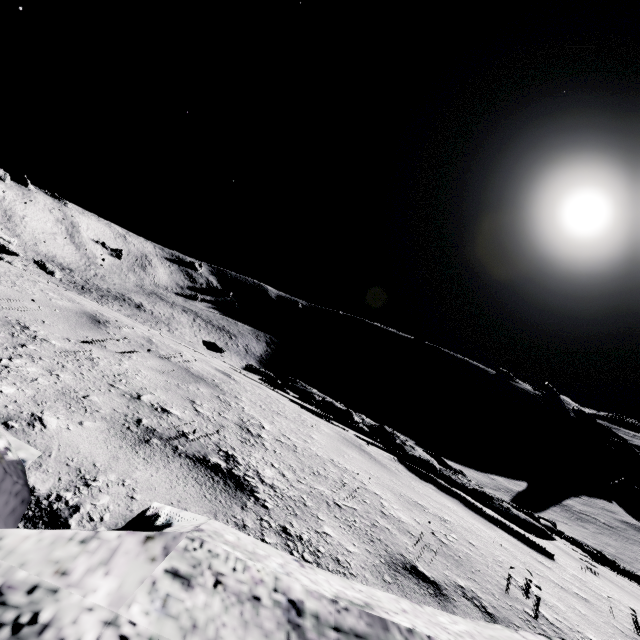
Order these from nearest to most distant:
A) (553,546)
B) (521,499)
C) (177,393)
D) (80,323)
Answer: (177,393), (80,323), (553,546), (521,499)

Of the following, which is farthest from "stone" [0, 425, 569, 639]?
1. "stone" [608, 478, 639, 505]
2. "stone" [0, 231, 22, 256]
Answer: "stone" [608, 478, 639, 505]

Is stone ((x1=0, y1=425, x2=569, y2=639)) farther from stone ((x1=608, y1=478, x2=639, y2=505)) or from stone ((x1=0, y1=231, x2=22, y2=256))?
stone ((x1=608, y1=478, x2=639, y2=505))

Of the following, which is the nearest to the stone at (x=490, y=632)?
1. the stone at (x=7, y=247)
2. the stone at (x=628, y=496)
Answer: the stone at (x=7, y=247)
